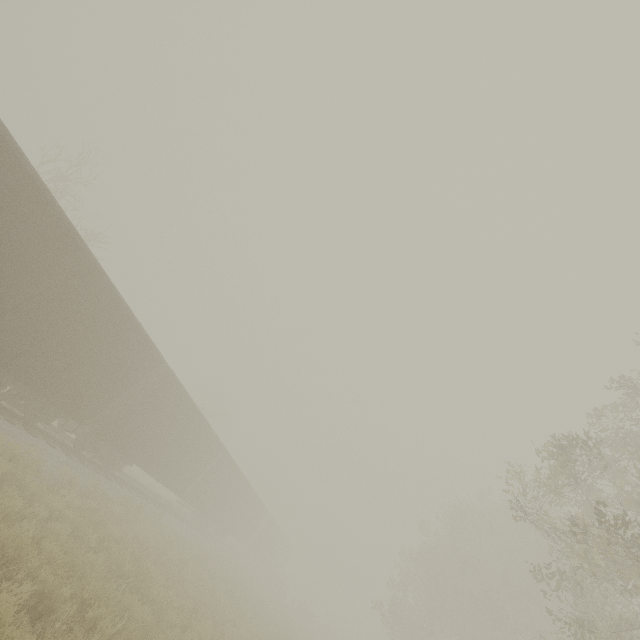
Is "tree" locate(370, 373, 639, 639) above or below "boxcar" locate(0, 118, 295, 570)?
above

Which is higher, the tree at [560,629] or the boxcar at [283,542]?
the tree at [560,629]

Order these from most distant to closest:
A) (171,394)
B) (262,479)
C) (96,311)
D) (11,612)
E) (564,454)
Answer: (262,479), (171,394), (96,311), (564,454), (11,612)
